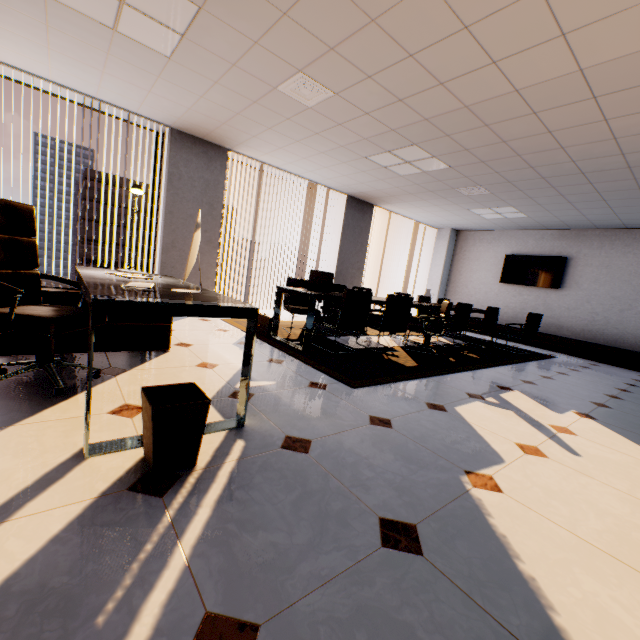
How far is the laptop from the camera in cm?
440

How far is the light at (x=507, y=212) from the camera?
7.0 meters

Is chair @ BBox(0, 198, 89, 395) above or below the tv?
below

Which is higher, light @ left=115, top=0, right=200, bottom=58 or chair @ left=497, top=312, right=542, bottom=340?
light @ left=115, top=0, right=200, bottom=58

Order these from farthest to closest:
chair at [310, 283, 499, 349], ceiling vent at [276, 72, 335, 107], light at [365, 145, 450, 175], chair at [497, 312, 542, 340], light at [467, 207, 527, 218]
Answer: A:
light at [467, 207, 527, 218]
chair at [497, 312, 542, 340]
light at [365, 145, 450, 175]
chair at [310, 283, 499, 349]
ceiling vent at [276, 72, 335, 107]

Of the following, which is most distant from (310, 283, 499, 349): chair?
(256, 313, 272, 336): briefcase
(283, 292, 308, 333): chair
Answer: (256, 313, 272, 336): briefcase

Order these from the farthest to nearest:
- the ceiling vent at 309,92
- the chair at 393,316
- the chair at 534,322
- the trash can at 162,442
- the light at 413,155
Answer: the chair at 534,322
the light at 413,155
the chair at 393,316
the ceiling vent at 309,92
the trash can at 162,442

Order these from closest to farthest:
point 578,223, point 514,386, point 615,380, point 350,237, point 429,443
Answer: point 429,443
point 514,386
point 615,380
point 578,223
point 350,237
